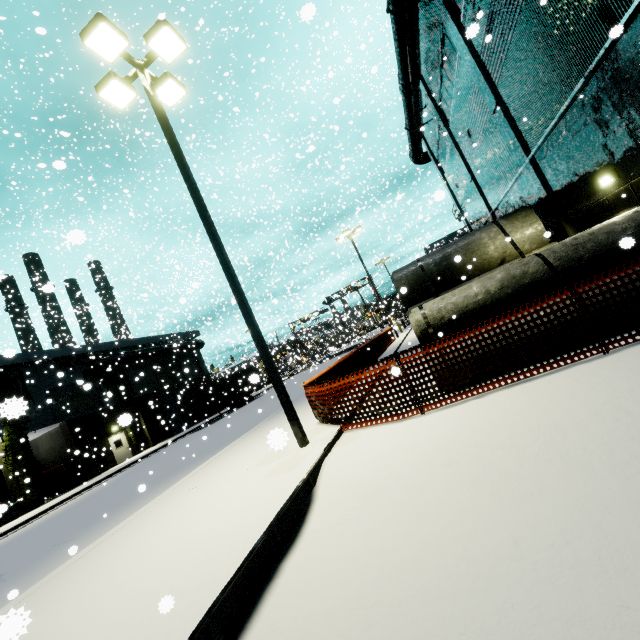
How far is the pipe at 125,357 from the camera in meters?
28.5 m

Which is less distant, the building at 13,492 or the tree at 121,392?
the tree at 121,392

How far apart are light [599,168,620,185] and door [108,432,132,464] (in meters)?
34.63

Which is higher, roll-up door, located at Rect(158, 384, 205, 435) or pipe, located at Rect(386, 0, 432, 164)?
pipe, located at Rect(386, 0, 432, 164)

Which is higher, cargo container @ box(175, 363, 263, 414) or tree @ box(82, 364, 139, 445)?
tree @ box(82, 364, 139, 445)

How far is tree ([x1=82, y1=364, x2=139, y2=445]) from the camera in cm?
1361

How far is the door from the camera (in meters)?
27.42

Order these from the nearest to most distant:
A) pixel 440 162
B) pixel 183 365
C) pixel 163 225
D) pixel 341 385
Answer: pixel 341 385
pixel 440 162
pixel 163 225
pixel 183 365
